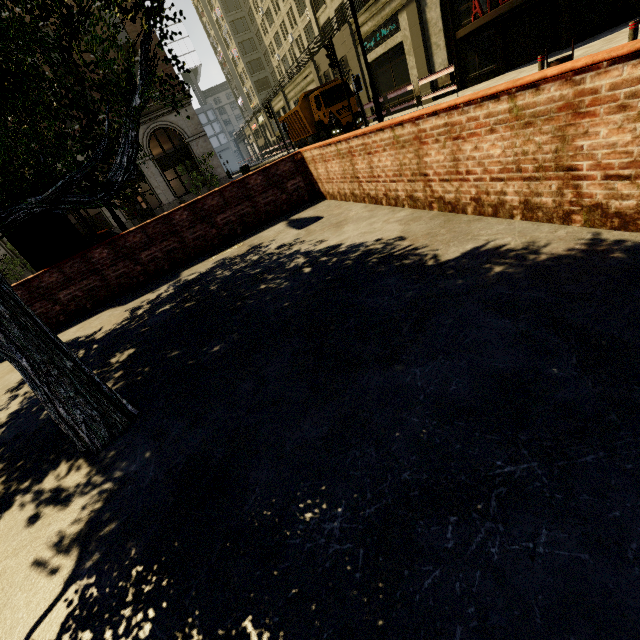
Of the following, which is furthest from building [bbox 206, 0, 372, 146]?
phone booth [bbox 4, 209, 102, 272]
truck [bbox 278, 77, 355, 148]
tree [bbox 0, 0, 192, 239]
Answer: phone booth [bbox 4, 209, 102, 272]

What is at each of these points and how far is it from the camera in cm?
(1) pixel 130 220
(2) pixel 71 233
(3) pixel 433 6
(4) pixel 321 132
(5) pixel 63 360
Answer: (1) building, 2489
(2) phone booth, 730
(3) building, 1822
(4) truck, 2062
(5) tree, 271

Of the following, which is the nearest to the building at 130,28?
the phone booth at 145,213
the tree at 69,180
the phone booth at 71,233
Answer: the phone booth at 145,213

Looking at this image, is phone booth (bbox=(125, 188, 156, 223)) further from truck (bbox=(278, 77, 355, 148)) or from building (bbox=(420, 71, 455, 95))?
truck (bbox=(278, 77, 355, 148))

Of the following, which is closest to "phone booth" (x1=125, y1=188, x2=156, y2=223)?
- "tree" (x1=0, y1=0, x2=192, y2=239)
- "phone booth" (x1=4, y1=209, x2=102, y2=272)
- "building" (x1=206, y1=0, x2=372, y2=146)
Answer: "building" (x1=206, y1=0, x2=372, y2=146)

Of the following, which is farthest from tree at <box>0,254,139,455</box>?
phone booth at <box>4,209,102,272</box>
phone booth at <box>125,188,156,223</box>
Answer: phone booth at <box>125,188,156,223</box>

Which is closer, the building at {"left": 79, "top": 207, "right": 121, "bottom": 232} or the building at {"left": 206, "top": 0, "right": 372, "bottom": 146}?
the building at {"left": 79, "top": 207, "right": 121, "bottom": 232}

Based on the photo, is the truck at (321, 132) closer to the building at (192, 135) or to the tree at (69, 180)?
the building at (192, 135)
